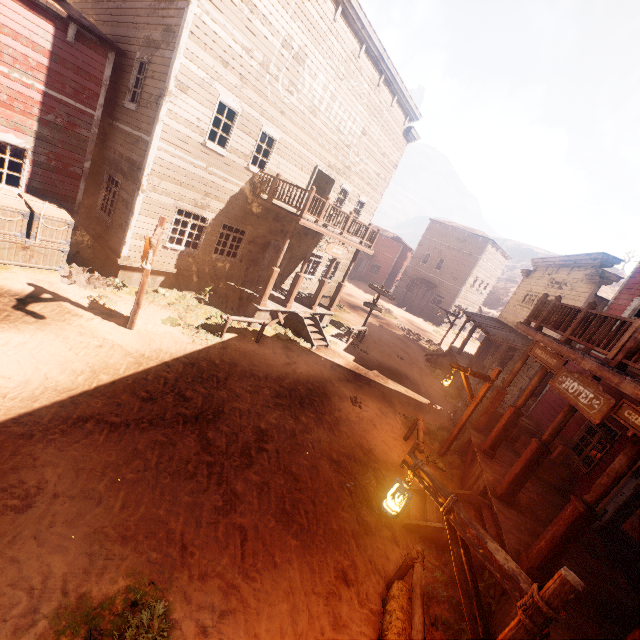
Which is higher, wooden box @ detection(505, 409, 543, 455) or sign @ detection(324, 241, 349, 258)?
sign @ detection(324, 241, 349, 258)

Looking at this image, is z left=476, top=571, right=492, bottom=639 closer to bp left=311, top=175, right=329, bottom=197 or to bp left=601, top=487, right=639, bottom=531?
bp left=601, top=487, right=639, bottom=531

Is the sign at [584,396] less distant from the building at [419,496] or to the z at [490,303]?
the building at [419,496]

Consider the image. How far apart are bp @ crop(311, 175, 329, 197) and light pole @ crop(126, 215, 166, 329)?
10.2m

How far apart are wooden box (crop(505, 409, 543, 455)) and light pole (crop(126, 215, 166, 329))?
11.4 meters

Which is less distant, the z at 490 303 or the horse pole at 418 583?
the horse pole at 418 583

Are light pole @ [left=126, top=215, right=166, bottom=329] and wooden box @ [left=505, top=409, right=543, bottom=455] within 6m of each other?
no

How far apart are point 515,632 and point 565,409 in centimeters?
593cm
